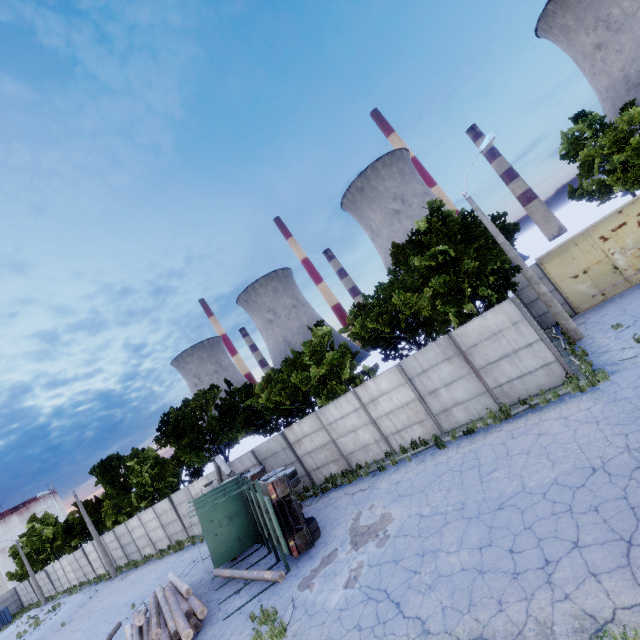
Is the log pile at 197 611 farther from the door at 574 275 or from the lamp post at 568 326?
the door at 574 275

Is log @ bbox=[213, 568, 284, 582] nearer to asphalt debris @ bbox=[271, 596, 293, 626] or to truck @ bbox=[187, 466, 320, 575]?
truck @ bbox=[187, 466, 320, 575]

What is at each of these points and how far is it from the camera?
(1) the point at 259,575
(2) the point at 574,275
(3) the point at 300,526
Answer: (1) log, 12.00m
(2) door, 18.16m
(3) truck, 12.22m

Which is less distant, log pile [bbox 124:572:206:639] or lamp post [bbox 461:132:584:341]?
log pile [bbox 124:572:206:639]

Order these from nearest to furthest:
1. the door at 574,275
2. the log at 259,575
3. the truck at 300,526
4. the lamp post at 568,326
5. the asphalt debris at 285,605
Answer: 1. the asphalt debris at 285,605
2. the log at 259,575
3. the truck at 300,526
4. the lamp post at 568,326
5. the door at 574,275

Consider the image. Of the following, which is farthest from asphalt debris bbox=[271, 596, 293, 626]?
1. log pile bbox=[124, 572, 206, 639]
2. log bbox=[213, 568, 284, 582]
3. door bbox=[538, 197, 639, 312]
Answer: door bbox=[538, 197, 639, 312]

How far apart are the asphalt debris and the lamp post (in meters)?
15.72

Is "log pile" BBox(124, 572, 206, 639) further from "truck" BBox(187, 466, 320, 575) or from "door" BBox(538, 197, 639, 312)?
"door" BBox(538, 197, 639, 312)
